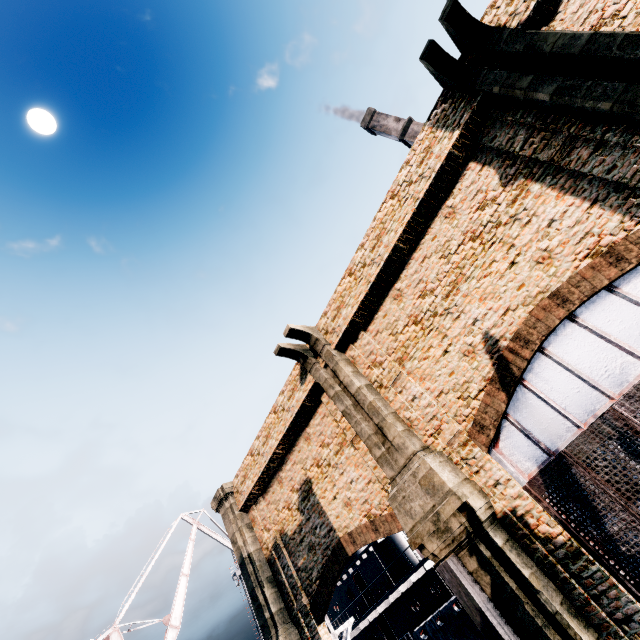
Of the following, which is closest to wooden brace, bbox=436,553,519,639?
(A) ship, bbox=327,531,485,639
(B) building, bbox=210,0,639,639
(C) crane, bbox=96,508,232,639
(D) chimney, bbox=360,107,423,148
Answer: (B) building, bbox=210,0,639,639

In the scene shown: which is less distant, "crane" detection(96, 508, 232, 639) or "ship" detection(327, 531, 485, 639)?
"ship" detection(327, 531, 485, 639)

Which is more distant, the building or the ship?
the ship

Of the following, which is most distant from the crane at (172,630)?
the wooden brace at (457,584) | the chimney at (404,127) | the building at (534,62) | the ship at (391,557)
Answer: the chimney at (404,127)

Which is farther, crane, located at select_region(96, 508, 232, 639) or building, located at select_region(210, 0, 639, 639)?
crane, located at select_region(96, 508, 232, 639)

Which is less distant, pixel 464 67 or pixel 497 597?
pixel 497 597

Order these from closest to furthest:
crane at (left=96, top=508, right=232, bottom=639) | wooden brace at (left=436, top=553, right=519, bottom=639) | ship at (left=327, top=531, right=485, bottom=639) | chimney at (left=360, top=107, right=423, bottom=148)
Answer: wooden brace at (left=436, top=553, right=519, bottom=639), ship at (left=327, top=531, right=485, bottom=639), crane at (left=96, top=508, right=232, bottom=639), chimney at (left=360, top=107, right=423, bottom=148)

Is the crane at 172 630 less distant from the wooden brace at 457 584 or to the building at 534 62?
the building at 534 62
